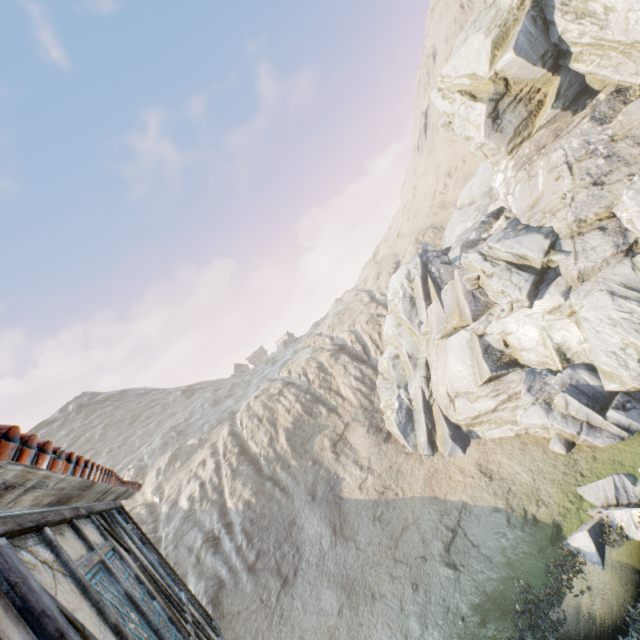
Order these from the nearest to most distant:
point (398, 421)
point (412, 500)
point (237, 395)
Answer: point (412, 500) < point (398, 421) < point (237, 395)

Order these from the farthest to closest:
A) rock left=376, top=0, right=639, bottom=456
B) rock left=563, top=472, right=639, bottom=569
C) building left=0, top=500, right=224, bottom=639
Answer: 1. rock left=376, top=0, right=639, bottom=456
2. rock left=563, top=472, right=639, bottom=569
3. building left=0, top=500, right=224, bottom=639

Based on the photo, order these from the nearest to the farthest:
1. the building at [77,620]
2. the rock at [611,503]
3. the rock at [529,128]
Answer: the building at [77,620]
the rock at [611,503]
the rock at [529,128]

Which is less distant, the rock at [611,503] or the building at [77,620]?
the building at [77,620]

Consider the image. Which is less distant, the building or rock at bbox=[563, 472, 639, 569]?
the building

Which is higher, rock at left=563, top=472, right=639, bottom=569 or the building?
the building

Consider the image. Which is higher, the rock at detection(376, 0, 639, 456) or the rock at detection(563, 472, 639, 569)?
the rock at detection(376, 0, 639, 456)
